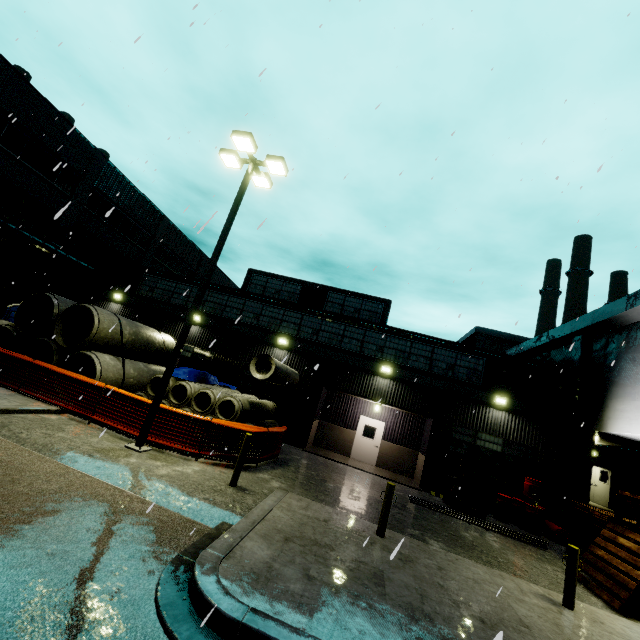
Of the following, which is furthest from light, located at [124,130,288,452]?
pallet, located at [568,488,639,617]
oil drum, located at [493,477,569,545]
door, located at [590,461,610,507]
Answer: door, located at [590,461,610,507]

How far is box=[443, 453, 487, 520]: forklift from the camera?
12.8m

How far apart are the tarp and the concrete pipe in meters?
0.8

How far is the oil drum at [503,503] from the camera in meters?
13.3 m

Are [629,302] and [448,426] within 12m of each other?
yes

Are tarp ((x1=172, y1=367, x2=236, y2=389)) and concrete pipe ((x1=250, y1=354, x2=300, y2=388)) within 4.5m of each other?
yes

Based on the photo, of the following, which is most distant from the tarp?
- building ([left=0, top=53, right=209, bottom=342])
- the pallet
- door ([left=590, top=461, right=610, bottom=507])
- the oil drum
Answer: door ([left=590, top=461, right=610, bottom=507])

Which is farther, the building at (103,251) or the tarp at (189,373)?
the building at (103,251)
